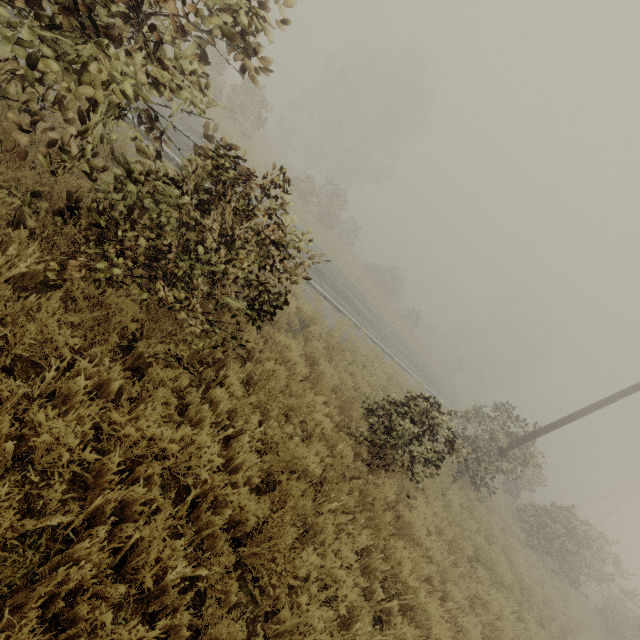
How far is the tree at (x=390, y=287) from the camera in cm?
3453

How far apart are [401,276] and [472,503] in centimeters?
2848cm

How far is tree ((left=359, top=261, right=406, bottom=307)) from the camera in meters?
34.5

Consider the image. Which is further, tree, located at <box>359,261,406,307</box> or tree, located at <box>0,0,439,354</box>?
tree, located at <box>359,261,406,307</box>

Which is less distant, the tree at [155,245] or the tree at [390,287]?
the tree at [155,245]
